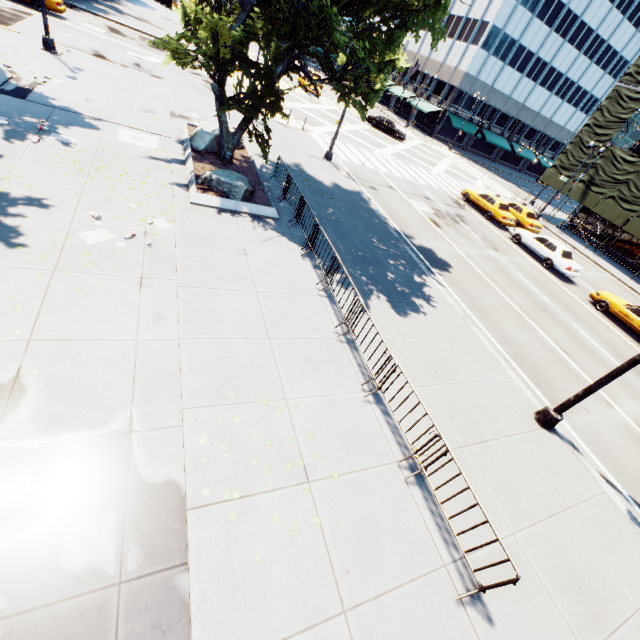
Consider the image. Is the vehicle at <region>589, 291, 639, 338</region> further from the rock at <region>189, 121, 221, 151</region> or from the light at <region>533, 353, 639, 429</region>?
the rock at <region>189, 121, 221, 151</region>

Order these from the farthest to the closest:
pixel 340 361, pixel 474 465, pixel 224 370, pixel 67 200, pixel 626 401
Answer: pixel 626 401 → pixel 67 200 → pixel 340 361 → pixel 474 465 → pixel 224 370

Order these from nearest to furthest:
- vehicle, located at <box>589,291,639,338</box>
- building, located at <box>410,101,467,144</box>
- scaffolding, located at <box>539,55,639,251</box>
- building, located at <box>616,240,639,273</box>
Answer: vehicle, located at <box>589,291,639,338</box> → scaffolding, located at <box>539,55,639,251</box> → building, located at <box>616,240,639,273</box> → building, located at <box>410,101,467,144</box>

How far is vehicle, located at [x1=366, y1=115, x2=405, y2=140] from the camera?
37.25m

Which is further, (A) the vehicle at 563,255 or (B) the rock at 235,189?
(A) the vehicle at 563,255

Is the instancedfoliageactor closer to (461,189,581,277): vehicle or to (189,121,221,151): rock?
(189,121,221,151): rock

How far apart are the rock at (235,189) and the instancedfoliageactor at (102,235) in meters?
4.3

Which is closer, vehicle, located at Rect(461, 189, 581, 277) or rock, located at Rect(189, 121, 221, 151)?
rock, located at Rect(189, 121, 221, 151)
